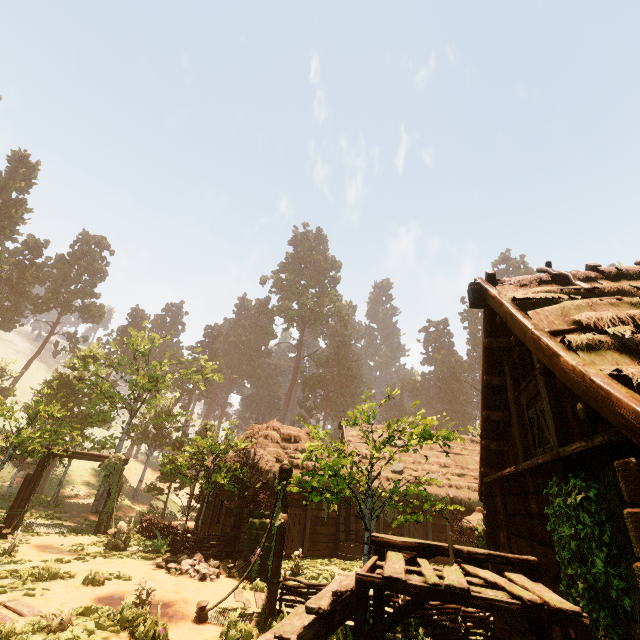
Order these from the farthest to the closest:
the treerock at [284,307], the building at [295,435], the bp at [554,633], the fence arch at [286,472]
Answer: the treerock at [284,307] → the building at [295,435] → the fence arch at [286,472] → the bp at [554,633]

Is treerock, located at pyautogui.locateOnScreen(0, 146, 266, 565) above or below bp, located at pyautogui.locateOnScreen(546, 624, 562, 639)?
above

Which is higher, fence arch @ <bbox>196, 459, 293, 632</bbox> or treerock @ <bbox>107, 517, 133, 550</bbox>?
fence arch @ <bbox>196, 459, 293, 632</bbox>

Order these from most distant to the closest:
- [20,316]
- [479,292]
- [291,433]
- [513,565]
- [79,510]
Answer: [20,316] < [79,510] < [291,433] < [479,292] < [513,565]

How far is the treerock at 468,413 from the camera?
6.77m

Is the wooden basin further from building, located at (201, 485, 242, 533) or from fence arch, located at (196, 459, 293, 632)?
fence arch, located at (196, 459, 293, 632)

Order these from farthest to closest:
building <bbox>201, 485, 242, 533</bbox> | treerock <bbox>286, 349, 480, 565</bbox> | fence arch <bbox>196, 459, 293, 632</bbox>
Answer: building <bbox>201, 485, 242, 533</bbox>, fence arch <bbox>196, 459, 293, 632</bbox>, treerock <bbox>286, 349, 480, 565</bbox>

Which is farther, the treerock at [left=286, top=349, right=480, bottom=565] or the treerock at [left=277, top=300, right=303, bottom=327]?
the treerock at [left=277, top=300, right=303, bottom=327]
